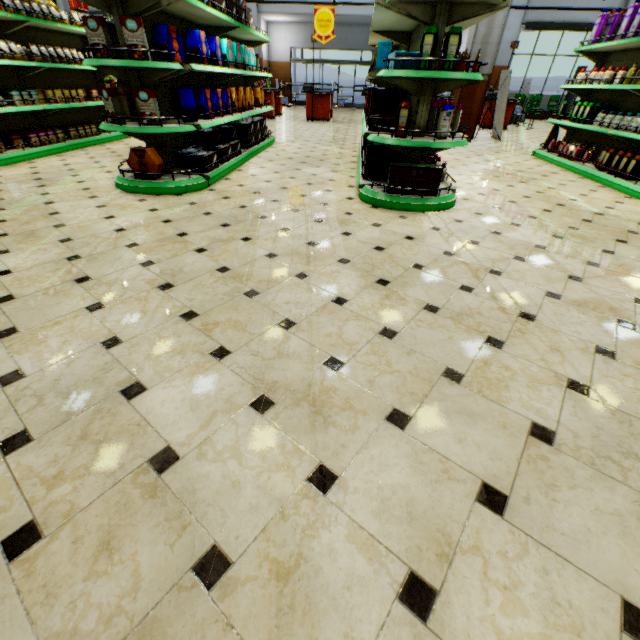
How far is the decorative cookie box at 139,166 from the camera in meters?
3.9 m

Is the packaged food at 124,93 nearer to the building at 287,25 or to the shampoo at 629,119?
the building at 287,25

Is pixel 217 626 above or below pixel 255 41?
below

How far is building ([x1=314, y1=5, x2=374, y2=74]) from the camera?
15.76m

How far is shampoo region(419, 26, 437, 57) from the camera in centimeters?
305cm

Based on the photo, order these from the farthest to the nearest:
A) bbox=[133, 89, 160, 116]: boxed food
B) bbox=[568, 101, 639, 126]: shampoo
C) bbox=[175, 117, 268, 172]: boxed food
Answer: bbox=[568, 101, 639, 126]: shampoo, bbox=[175, 117, 268, 172]: boxed food, bbox=[133, 89, 160, 116]: boxed food

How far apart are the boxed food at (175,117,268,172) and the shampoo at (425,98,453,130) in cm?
296

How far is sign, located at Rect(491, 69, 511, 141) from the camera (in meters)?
8.80
